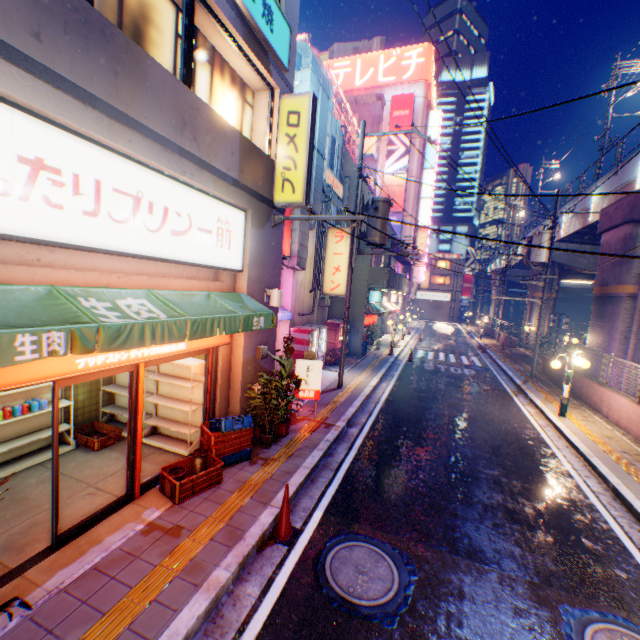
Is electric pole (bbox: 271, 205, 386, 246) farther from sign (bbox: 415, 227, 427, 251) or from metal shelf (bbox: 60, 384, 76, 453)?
sign (bbox: 415, 227, 427, 251)

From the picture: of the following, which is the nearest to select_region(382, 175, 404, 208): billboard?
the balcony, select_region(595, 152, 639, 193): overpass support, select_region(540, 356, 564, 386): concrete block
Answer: the balcony

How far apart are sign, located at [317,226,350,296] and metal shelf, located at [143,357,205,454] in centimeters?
961cm

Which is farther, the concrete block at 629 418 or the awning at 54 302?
the concrete block at 629 418

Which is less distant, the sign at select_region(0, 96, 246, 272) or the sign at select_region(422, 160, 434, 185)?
the sign at select_region(0, 96, 246, 272)

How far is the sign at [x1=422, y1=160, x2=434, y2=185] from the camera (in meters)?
39.00

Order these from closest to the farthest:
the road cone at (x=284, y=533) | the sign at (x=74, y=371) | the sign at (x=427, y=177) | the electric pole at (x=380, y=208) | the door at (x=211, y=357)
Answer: the sign at (x=74, y=371), the door at (x=211, y=357), the road cone at (x=284, y=533), the electric pole at (x=380, y=208), the sign at (x=427, y=177)

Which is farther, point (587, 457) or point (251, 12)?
point (587, 457)
